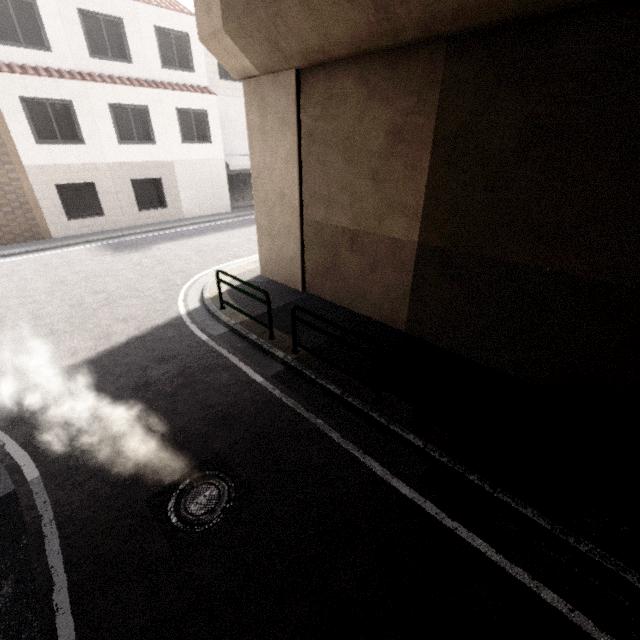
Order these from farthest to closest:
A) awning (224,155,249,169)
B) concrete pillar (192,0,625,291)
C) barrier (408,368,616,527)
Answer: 1. awning (224,155,249,169)
2. concrete pillar (192,0,625,291)
3. barrier (408,368,616,527)

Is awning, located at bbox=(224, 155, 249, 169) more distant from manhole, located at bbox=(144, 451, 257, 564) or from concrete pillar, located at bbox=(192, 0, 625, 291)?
manhole, located at bbox=(144, 451, 257, 564)

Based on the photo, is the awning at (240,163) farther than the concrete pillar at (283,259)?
Yes

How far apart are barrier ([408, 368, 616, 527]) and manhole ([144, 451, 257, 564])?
2.4m

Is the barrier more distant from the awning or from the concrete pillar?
the awning

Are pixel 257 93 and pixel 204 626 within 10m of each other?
yes

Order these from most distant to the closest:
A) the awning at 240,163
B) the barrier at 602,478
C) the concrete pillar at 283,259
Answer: the awning at 240,163 → the concrete pillar at 283,259 → the barrier at 602,478

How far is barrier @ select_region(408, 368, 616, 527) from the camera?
3.2m
